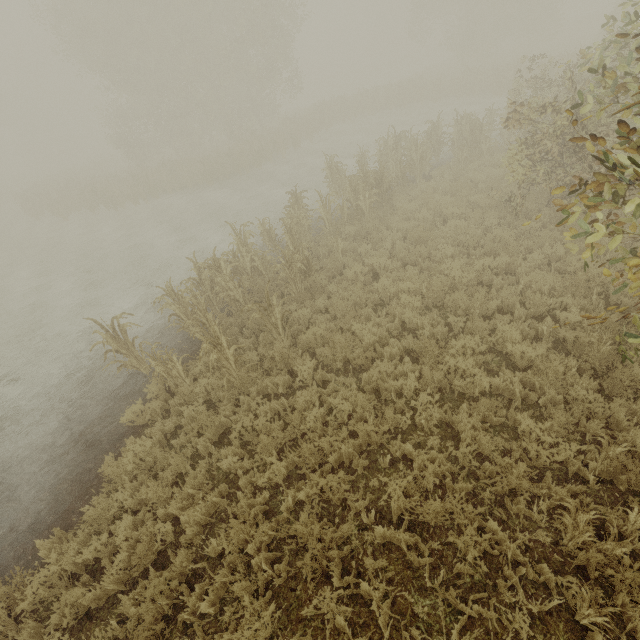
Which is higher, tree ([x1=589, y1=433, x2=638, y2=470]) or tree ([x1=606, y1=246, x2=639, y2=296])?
tree ([x1=606, y1=246, x2=639, y2=296])

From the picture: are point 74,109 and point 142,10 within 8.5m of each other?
no

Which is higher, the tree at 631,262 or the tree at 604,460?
the tree at 631,262
